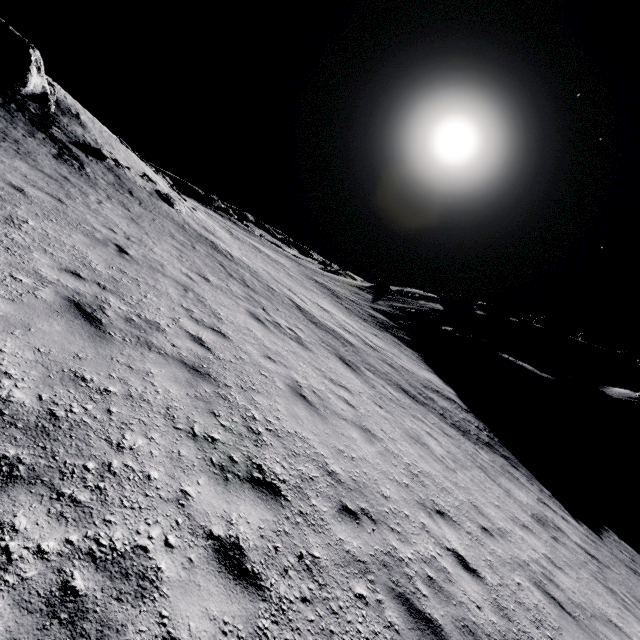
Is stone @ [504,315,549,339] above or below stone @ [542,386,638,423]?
above

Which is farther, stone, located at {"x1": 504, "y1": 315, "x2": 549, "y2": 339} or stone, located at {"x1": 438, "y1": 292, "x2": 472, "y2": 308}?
stone, located at {"x1": 438, "y1": 292, "x2": 472, "y2": 308}

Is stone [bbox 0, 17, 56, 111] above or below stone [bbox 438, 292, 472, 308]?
below

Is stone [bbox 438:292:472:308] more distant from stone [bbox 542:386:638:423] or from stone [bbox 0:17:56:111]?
stone [bbox 0:17:56:111]

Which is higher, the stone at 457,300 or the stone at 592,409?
the stone at 457,300

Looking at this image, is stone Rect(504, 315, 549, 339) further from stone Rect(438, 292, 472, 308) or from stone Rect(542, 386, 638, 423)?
stone Rect(542, 386, 638, 423)

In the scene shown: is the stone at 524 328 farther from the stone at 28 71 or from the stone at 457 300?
the stone at 28 71

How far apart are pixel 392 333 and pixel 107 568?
30.8m
